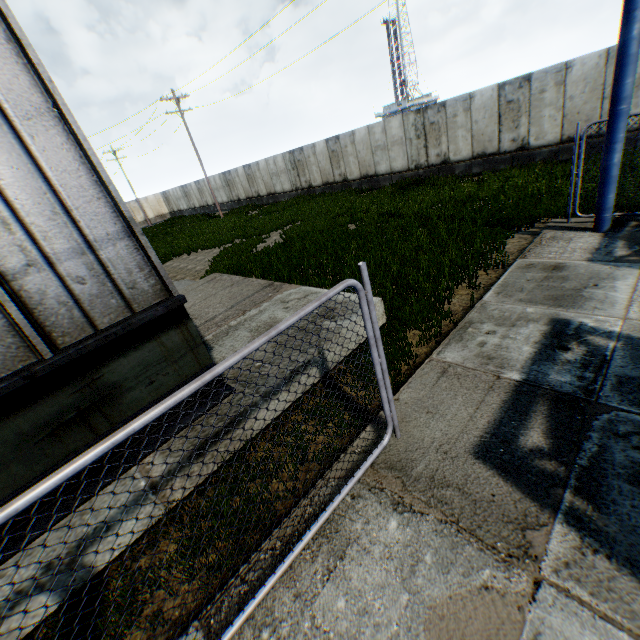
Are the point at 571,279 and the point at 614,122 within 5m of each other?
yes

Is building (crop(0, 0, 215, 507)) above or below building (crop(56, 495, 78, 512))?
above

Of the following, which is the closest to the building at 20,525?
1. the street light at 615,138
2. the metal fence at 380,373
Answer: the metal fence at 380,373

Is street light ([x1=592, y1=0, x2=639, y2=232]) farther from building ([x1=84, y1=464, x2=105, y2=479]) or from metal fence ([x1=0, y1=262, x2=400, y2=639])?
building ([x1=84, y1=464, x2=105, y2=479])

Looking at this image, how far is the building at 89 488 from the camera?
3.59m

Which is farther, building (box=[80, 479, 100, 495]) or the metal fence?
building (box=[80, 479, 100, 495])
